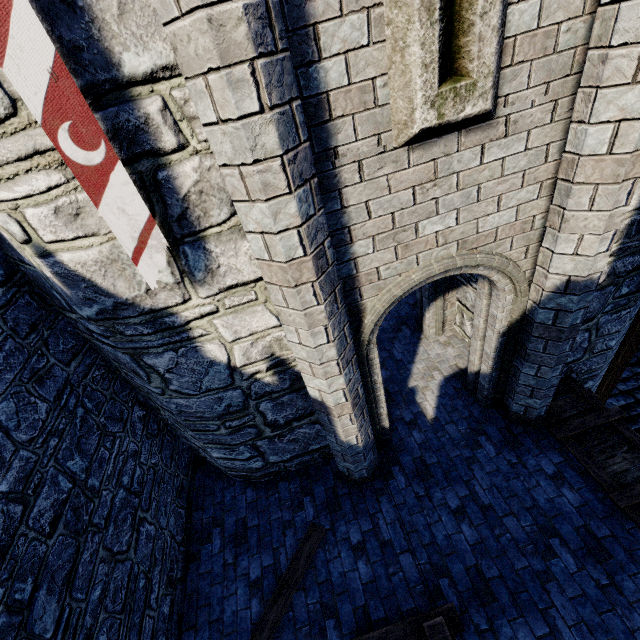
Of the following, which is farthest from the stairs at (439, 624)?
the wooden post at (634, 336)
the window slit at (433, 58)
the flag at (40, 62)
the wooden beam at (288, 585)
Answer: the wooden post at (634, 336)

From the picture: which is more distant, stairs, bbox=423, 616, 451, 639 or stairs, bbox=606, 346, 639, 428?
stairs, bbox=606, 346, 639, 428

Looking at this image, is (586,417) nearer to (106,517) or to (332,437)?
(332,437)

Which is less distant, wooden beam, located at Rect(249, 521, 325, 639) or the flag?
the flag

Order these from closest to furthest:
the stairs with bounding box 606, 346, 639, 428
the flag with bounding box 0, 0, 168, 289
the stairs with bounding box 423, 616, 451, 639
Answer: the flag with bounding box 0, 0, 168, 289 < the stairs with bounding box 423, 616, 451, 639 < the stairs with bounding box 606, 346, 639, 428

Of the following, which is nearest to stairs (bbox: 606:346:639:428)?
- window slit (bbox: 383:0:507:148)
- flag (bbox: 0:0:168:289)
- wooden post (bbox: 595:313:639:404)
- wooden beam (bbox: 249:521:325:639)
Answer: wooden post (bbox: 595:313:639:404)

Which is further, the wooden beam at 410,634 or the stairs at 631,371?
the stairs at 631,371

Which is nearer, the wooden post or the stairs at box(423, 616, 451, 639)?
the stairs at box(423, 616, 451, 639)
